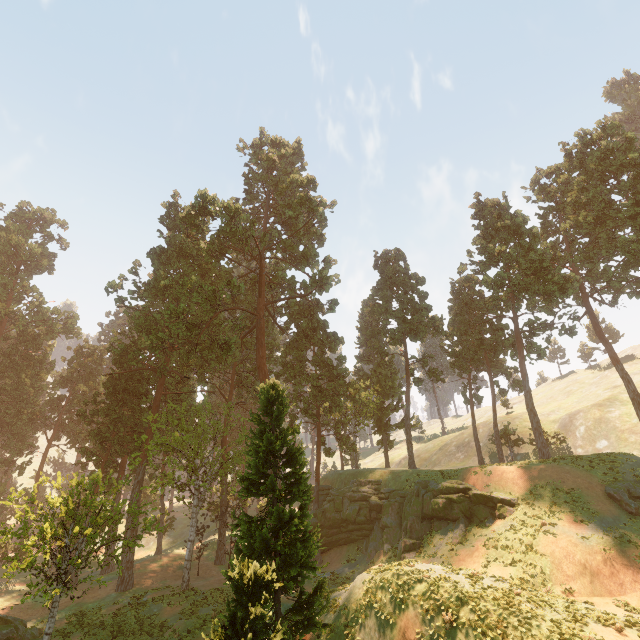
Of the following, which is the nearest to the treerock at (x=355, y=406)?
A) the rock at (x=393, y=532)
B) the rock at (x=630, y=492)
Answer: the rock at (x=393, y=532)

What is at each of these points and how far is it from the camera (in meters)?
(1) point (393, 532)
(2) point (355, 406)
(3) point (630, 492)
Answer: (1) rock, 30.56
(2) treerock, 43.78
(3) rock, 22.06

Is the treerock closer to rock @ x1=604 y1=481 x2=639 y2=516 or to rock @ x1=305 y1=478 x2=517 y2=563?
rock @ x1=305 y1=478 x2=517 y2=563

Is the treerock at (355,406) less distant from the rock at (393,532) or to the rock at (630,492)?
the rock at (393,532)

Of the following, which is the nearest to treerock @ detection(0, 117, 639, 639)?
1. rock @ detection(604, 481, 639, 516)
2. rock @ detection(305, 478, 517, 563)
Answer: rock @ detection(305, 478, 517, 563)

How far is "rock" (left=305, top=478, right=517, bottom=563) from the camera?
25.09m

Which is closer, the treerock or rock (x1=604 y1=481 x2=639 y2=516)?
the treerock
